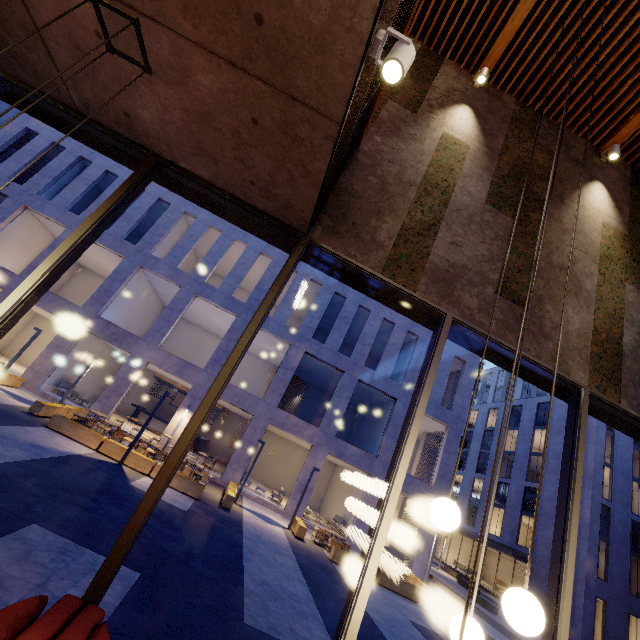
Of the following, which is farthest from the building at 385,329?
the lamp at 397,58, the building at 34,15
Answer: the lamp at 397,58

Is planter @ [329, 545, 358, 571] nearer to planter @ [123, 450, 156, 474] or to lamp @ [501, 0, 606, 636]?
planter @ [123, 450, 156, 474]

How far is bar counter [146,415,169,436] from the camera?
22.81m

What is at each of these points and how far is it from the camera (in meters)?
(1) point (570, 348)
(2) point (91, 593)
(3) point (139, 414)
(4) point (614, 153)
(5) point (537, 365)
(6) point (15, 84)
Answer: (1) building, 4.20
(2) window frame, 2.38
(3) bar counter, 23.05
(4) lamp, 5.55
(5) window frame, 4.02
(6) window frame, 3.70

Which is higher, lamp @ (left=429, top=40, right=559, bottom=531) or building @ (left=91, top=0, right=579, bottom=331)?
building @ (left=91, top=0, right=579, bottom=331)

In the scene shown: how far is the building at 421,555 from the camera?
18.7 meters

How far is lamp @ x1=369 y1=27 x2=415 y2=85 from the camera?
1.97m

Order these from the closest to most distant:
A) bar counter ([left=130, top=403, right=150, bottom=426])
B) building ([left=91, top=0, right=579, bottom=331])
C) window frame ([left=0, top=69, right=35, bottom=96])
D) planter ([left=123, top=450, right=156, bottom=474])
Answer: building ([left=91, top=0, right=579, bottom=331]) → window frame ([left=0, top=69, right=35, bottom=96]) → planter ([left=123, top=450, right=156, bottom=474]) → bar counter ([left=130, top=403, right=150, bottom=426])
